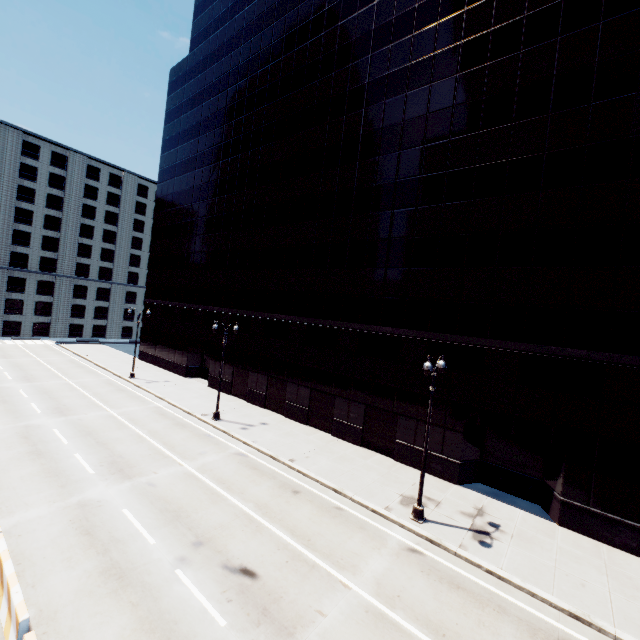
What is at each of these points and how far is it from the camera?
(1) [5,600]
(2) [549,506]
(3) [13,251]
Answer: (1) concrete barrier, 8.52m
(2) building, 16.19m
(3) building, 59.88m

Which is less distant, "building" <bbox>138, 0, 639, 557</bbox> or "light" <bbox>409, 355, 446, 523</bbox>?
"light" <bbox>409, 355, 446, 523</bbox>

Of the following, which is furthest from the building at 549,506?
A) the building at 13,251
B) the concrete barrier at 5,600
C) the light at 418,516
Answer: the building at 13,251

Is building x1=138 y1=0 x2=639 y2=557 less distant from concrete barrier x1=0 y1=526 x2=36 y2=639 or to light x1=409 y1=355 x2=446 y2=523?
light x1=409 y1=355 x2=446 y2=523

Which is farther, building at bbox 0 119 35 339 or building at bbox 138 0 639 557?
building at bbox 0 119 35 339

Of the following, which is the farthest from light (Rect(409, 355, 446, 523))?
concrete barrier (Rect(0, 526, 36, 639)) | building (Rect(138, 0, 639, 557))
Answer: concrete barrier (Rect(0, 526, 36, 639))

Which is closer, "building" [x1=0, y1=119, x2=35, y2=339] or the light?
the light

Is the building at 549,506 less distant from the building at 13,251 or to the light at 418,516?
the light at 418,516
